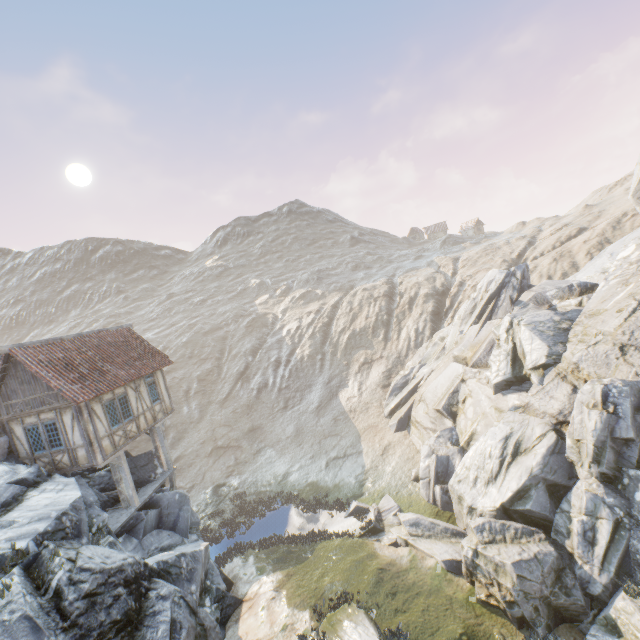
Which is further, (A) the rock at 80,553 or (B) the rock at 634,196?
(B) the rock at 634,196

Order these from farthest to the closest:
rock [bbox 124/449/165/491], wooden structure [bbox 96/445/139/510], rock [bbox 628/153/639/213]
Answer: rock [bbox 124/449/165/491], rock [bbox 628/153/639/213], wooden structure [bbox 96/445/139/510]

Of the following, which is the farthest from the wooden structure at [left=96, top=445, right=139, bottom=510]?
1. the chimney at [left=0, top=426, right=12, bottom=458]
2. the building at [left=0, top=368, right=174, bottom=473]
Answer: the chimney at [left=0, top=426, right=12, bottom=458]

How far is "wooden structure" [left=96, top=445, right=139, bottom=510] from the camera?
15.5 meters

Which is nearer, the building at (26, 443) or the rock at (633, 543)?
the rock at (633, 543)

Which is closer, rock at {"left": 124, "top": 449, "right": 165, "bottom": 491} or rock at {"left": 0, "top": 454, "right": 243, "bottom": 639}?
rock at {"left": 0, "top": 454, "right": 243, "bottom": 639}

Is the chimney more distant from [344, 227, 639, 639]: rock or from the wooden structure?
the wooden structure

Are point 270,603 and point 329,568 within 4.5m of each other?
yes
